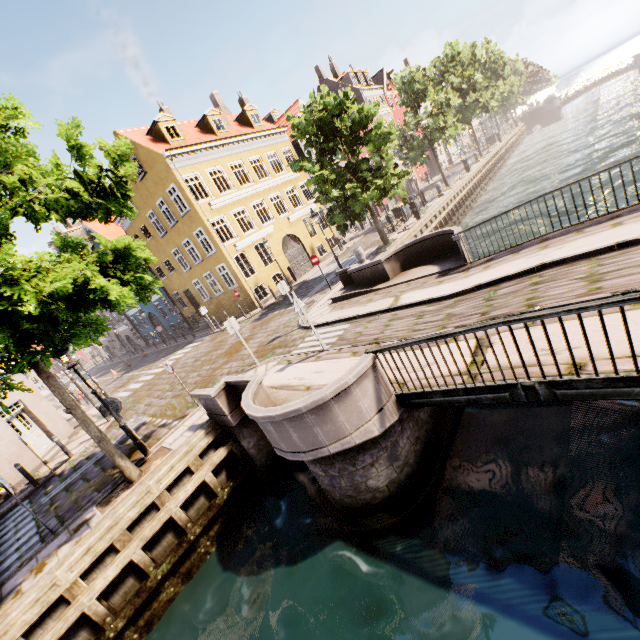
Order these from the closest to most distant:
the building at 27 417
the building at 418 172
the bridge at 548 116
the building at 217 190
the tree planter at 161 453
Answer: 1. the tree planter at 161 453
2. the building at 27 417
3. the building at 217 190
4. the building at 418 172
5. the bridge at 548 116

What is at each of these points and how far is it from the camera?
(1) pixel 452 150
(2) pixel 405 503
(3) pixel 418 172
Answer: (1) building, 57.0m
(2) bridge, 6.3m
(3) building, 46.4m

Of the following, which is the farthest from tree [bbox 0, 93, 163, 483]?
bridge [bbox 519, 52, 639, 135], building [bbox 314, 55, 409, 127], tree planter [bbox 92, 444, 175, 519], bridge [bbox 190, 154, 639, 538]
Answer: building [bbox 314, 55, 409, 127]

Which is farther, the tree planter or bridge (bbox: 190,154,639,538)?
the tree planter

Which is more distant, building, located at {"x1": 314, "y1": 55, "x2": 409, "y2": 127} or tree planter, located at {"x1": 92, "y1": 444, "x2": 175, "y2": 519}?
building, located at {"x1": 314, "y1": 55, "x2": 409, "y2": 127}

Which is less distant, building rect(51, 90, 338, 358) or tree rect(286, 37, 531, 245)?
tree rect(286, 37, 531, 245)

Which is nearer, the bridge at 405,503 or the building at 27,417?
the bridge at 405,503
